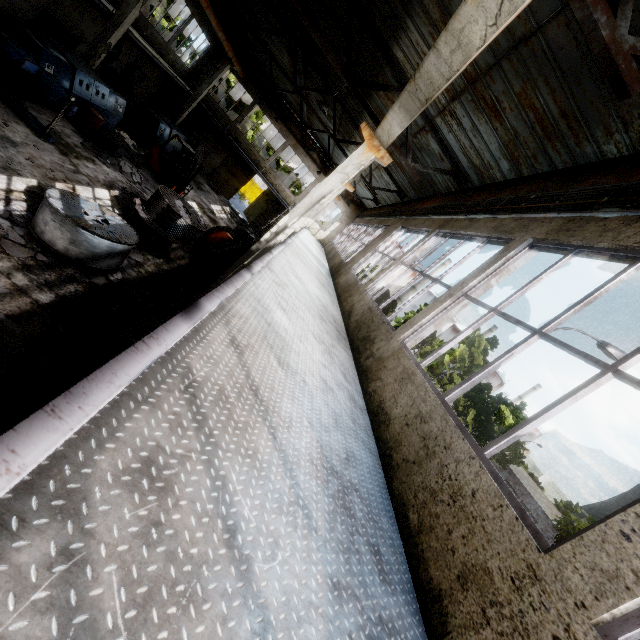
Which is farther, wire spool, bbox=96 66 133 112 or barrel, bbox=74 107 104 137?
wire spool, bbox=96 66 133 112

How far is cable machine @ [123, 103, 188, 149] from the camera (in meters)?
19.14

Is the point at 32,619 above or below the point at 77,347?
above

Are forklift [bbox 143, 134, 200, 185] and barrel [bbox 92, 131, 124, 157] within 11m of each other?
yes

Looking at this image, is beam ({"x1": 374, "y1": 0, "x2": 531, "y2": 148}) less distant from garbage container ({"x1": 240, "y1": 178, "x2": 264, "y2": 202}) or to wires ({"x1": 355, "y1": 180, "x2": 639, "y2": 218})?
wires ({"x1": 355, "y1": 180, "x2": 639, "y2": 218})

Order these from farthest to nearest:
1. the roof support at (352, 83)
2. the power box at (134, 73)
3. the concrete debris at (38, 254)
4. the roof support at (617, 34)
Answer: the power box at (134, 73) → the roof support at (352, 83) → the concrete debris at (38, 254) → the roof support at (617, 34)

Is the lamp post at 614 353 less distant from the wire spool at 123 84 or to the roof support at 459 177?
the roof support at 459 177

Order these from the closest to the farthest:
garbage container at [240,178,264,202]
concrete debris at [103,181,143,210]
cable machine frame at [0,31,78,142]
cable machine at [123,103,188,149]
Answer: cable machine frame at [0,31,78,142]
concrete debris at [103,181,143,210]
cable machine at [123,103,188,149]
garbage container at [240,178,264,202]
